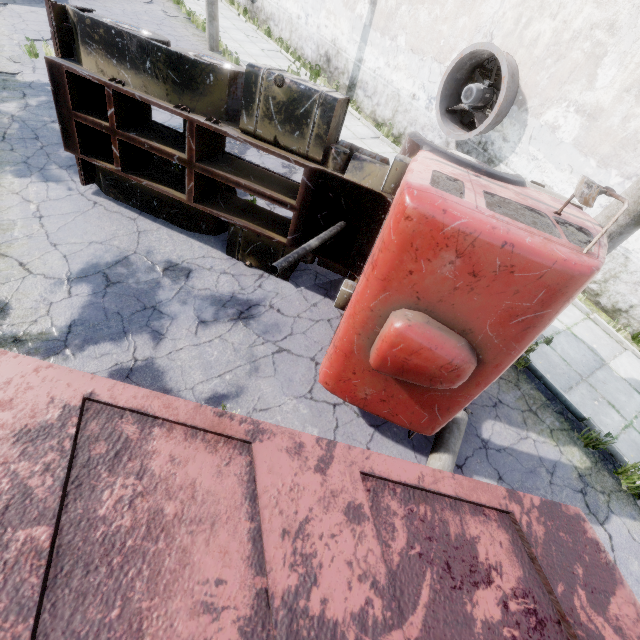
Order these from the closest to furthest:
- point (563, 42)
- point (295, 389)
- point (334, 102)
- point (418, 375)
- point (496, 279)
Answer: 1. point (496, 279)
2. point (418, 375)
3. point (334, 102)
4. point (295, 389)
5. point (563, 42)

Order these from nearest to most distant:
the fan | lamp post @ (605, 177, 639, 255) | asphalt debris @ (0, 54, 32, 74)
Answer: lamp post @ (605, 177, 639, 255), the fan, asphalt debris @ (0, 54, 32, 74)

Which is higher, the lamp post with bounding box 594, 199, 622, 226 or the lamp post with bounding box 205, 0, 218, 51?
the lamp post with bounding box 594, 199, 622, 226

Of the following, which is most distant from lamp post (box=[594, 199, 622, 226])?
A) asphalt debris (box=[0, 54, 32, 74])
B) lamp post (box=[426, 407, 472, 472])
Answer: asphalt debris (box=[0, 54, 32, 74])

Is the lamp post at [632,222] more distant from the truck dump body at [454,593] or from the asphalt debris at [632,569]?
the truck dump body at [454,593]

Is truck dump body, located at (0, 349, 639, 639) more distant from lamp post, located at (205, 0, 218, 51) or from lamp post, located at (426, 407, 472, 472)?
lamp post, located at (205, 0, 218, 51)

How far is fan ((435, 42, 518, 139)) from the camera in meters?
8.2 m

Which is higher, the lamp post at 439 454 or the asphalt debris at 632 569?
the lamp post at 439 454
